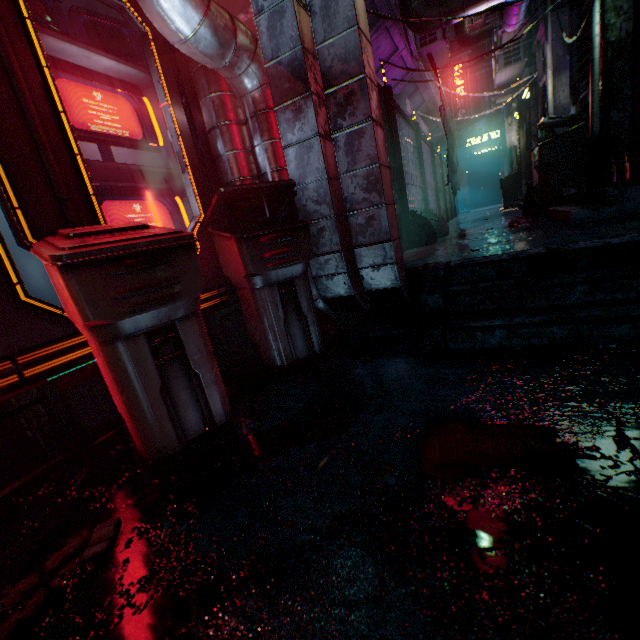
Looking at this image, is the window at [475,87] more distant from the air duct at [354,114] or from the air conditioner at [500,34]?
the air duct at [354,114]

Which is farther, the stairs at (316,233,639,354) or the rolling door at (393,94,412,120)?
the rolling door at (393,94,412,120)

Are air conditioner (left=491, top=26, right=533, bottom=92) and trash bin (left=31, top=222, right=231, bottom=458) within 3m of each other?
no

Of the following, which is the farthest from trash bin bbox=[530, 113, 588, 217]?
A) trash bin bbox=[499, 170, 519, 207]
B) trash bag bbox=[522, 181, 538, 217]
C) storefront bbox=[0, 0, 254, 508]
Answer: trash bin bbox=[499, 170, 519, 207]

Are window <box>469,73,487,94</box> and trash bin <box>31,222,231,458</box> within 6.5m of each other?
no

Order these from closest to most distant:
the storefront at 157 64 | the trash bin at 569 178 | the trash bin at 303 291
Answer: the storefront at 157 64, the trash bin at 303 291, the trash bin at 569 178

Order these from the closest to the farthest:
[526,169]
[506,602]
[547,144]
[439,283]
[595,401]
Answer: [506,602] < [595,401] < [439,283] < [547,144] < [526,169]

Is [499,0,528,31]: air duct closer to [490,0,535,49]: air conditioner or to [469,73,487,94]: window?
[490,0,535,49]: air conditioner
